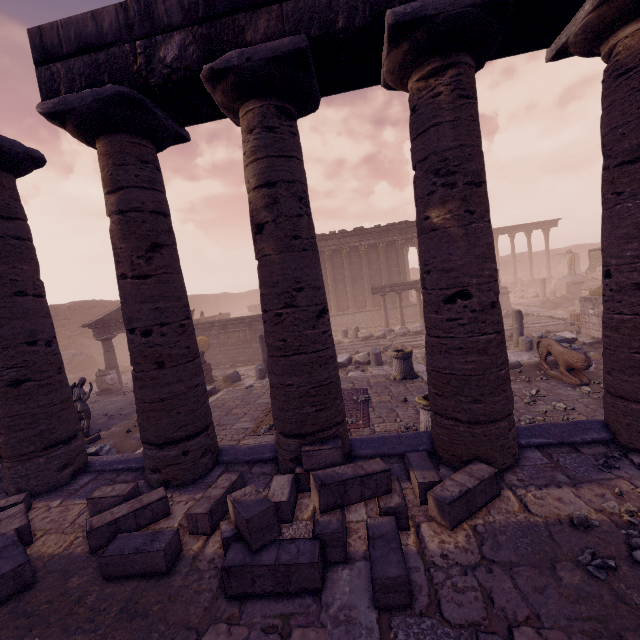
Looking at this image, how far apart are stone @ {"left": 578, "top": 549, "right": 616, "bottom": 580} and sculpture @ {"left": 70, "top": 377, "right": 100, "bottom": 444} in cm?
1030

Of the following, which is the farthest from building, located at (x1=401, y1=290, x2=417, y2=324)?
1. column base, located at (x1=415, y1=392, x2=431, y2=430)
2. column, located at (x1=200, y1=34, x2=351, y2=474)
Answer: column, located at (x1=200, y1=34, x2=351, y2=474)

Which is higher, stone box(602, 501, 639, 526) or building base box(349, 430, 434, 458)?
building base box(349, 430, 434, 458)

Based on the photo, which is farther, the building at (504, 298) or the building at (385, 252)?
the building at (385, 252)

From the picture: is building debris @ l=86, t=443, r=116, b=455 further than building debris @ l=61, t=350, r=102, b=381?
No

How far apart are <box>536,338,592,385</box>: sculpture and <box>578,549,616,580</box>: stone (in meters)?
7.19

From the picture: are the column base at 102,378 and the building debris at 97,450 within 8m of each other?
yes

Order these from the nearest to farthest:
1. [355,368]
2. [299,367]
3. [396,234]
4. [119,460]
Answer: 1. [299,367]
2. [119,460]
3. [355,368]
4. [396,234]
